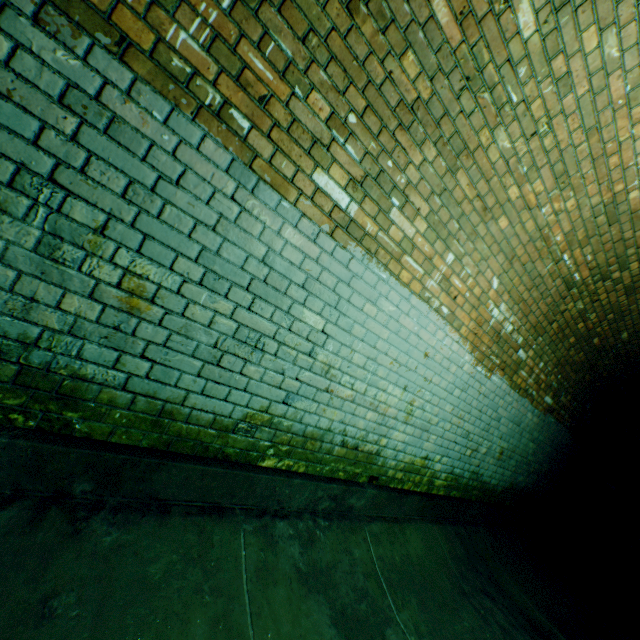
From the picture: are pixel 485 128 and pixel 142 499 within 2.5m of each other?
no
